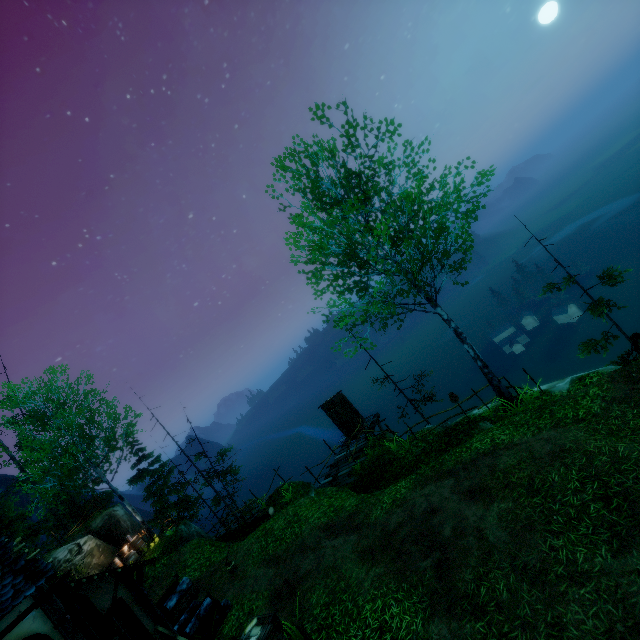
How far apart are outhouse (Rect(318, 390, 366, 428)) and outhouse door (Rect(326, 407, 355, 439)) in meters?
0.0

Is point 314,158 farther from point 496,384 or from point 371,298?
point 496,384

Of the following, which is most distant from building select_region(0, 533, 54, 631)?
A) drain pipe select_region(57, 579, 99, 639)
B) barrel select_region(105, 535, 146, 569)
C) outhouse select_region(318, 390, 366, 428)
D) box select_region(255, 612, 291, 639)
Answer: outhouse select_region(318, 390, 366, 428)

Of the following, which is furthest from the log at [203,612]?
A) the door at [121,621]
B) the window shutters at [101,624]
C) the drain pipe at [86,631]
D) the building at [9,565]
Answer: the drain pipe at [86,631]

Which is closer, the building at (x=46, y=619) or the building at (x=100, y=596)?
the building at (x=46, y=619)

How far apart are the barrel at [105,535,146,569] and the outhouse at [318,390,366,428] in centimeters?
1393cm

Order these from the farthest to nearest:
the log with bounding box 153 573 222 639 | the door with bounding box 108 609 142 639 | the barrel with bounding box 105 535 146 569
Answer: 1. the barrel with bounding box 105 535 146 569
2. the log with bounding box 153 573 222 639
3. the door with bounding box 108 609 142 639

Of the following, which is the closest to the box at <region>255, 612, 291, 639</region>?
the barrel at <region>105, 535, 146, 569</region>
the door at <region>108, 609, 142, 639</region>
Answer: the door at <region>108, 609, 142, 639</region>
